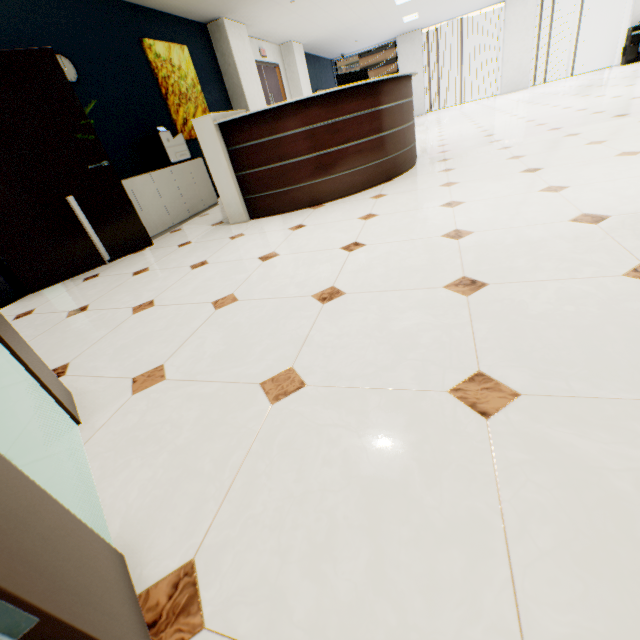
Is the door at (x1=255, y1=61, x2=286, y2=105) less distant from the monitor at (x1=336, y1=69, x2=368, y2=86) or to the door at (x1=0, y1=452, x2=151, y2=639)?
the monitor at (x1=336, y1=69, x2=368, y2=86)

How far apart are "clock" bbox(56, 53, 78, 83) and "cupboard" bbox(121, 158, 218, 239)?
1.3 meters

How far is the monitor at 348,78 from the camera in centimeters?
378cm

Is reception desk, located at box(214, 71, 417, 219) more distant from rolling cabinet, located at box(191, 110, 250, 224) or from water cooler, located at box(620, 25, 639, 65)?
water cooler, located at box(620, 25, 639, 65)

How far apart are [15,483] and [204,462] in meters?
0.5

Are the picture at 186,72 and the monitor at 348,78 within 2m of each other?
no

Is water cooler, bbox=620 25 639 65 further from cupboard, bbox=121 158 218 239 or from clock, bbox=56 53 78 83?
clock, bbox=56 53 78 83

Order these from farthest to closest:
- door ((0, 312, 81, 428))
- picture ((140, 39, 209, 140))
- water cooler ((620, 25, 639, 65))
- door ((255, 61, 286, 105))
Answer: water cooler ((620, 25, 639, 65)) < door ((255, 61, 286, 105)) < picture ((140, 39, 209, 140)) < door ((0, 312, 81, 428))
